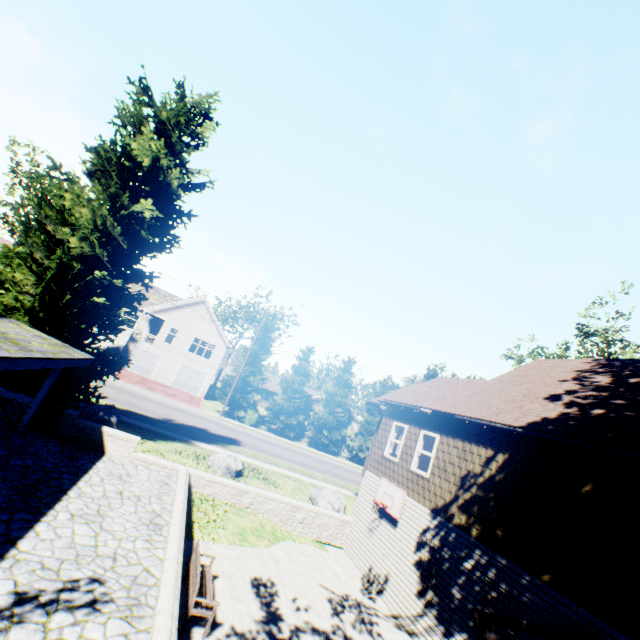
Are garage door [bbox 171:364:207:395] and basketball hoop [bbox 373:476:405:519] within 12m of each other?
no

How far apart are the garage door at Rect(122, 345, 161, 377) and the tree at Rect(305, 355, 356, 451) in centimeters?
1934cm

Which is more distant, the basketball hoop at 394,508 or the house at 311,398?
the house at 311,398

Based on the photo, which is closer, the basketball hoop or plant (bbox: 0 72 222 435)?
plant (bbox: 0 72 222 435)

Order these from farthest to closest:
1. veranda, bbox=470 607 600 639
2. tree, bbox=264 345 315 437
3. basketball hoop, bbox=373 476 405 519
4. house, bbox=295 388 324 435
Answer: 1. house, bbox=295 388 324 435
2. tree, bbox=264 345 315 437
3. basketball hoop, bbox=373 476 405 519
4. veranda, bbox=470 607 600 639

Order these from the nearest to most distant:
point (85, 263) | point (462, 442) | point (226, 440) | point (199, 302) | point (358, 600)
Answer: point (358, 600)
point (462, 442)
point (85, 263)
point (226, 440)
point (199, 302)

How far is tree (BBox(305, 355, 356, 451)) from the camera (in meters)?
36.84

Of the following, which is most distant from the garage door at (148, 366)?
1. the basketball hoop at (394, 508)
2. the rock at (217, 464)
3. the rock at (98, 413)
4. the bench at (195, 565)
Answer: the bench at (195, 565)
